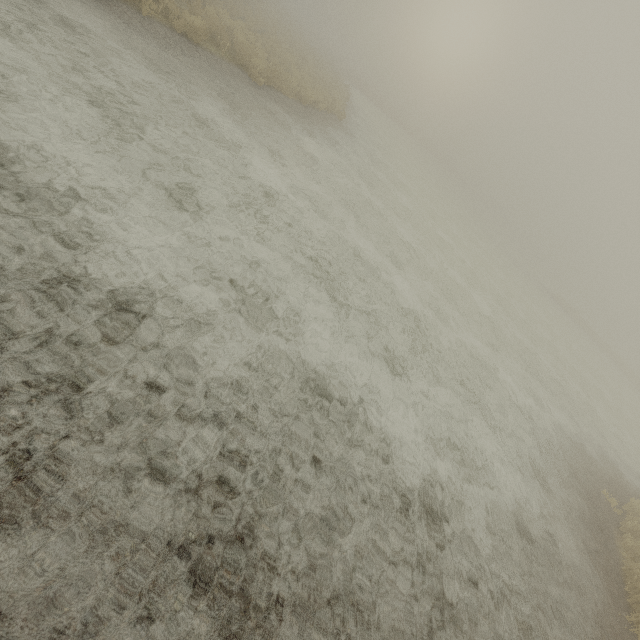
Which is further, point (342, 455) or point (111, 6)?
point (111, 6)
